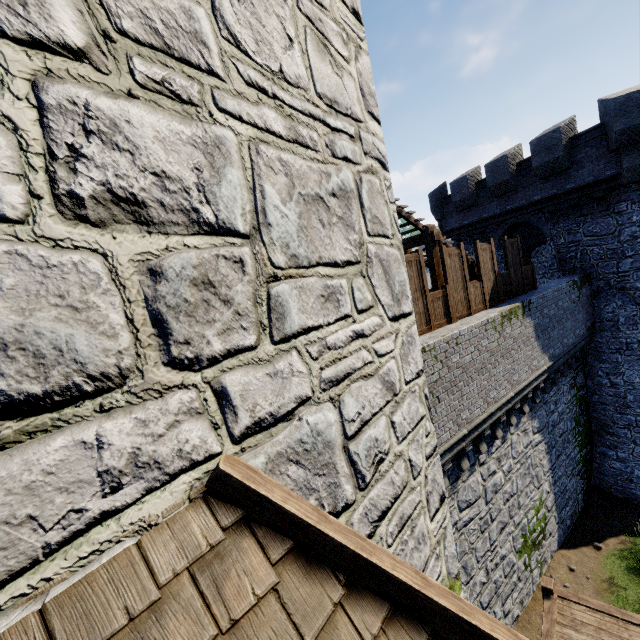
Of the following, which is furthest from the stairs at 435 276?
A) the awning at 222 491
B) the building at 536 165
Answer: the awning at 222 491

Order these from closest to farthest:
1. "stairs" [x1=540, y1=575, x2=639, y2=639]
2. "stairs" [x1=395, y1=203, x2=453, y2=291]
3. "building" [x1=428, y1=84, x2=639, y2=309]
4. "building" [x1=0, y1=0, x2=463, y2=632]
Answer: "building" [x1=0, y1=0, x2=463, y2=632]
"stairs" [x1=540, y1=575, x2=639, y2=639]
"stairs" [x1=395, y1=203, x2=453, y2=291]
"building" [x1=428, y1=84, x2=639, y2=309]

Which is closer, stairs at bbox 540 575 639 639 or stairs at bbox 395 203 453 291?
stairs at bbox 540 575 639 639

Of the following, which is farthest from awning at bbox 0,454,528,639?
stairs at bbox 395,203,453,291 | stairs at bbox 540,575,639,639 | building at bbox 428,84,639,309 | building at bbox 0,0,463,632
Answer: building at bbox 428,84,639,309

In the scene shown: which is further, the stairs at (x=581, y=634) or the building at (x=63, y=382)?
the stairs at (x=581, y=634)

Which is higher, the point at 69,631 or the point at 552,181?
the point at 552,181

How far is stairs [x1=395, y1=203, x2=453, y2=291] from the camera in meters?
9.5 m

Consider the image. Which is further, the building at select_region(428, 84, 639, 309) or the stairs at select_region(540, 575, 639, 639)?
the building at select_region(428, 84, 639, 309)
